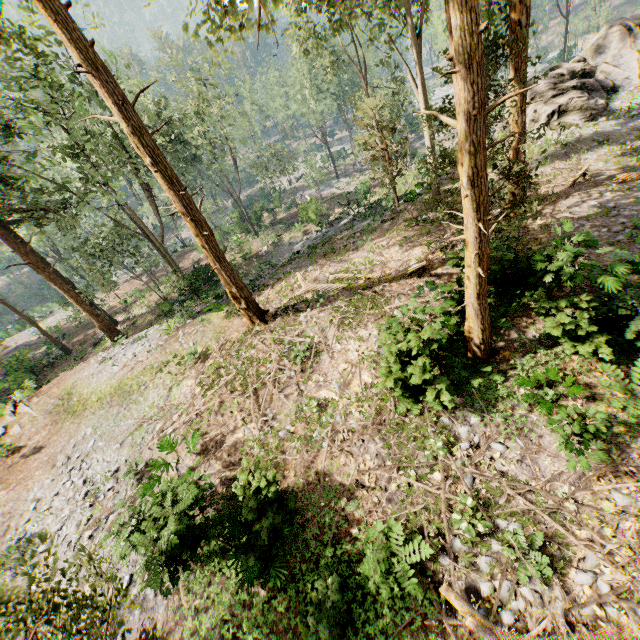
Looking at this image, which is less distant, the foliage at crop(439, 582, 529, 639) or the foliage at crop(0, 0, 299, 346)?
the foliage at crop(439, 582, 529, 639)

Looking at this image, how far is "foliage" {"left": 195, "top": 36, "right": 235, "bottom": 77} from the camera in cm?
379

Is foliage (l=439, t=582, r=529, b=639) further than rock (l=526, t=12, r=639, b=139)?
No

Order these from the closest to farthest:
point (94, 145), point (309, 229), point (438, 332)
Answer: point (438, 332) → point (94, 145) → point (309, 229)

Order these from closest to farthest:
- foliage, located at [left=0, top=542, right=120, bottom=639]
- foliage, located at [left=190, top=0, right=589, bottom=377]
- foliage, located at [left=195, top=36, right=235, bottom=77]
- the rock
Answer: foliage, located at [left=195, top=36, right=235, bottom=77] < foliage, located at [left=0, top=542, right=120, bottom=639] < foliage, located at [left=190, top=0, right=589, bottom=377] < the rock

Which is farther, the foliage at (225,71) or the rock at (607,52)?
the rock at (607,52)

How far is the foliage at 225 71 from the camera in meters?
3.8
